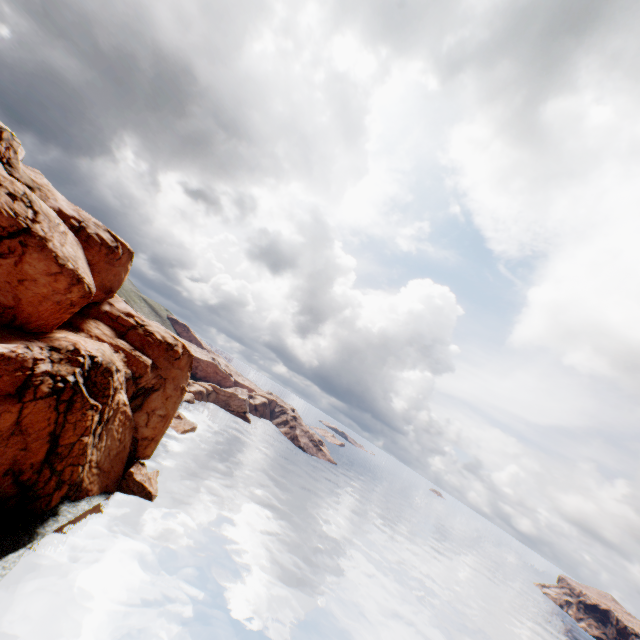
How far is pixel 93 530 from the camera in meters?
34.3 m
